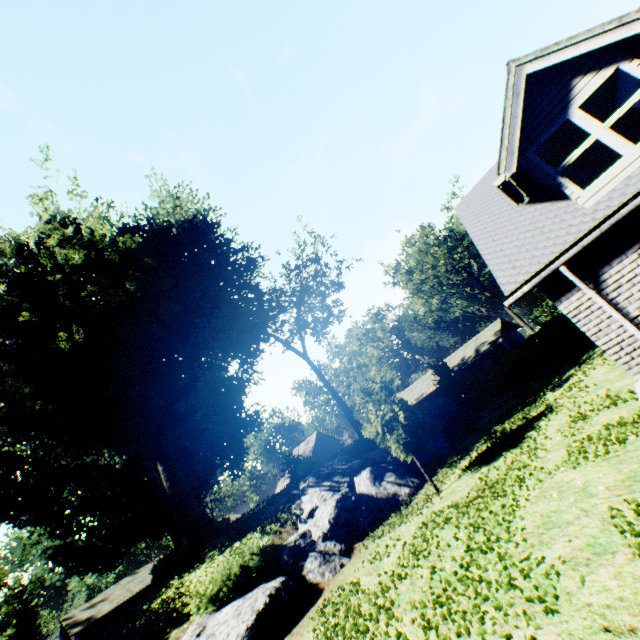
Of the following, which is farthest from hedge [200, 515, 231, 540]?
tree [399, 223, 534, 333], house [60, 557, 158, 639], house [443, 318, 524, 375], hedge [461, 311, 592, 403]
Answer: tree [399, 223, 534, 333]

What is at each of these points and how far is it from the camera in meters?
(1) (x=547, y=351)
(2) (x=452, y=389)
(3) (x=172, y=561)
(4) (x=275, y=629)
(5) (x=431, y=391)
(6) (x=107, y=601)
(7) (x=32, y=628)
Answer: (1) hedge, 25.0 m
(2) plant, 27.2 m
(3) hedge, 17.4 m
(4) rock, 8.5 m
(5) house, 41.4 m
(6) house, 35.9 m
(7) plant, 46.5 m

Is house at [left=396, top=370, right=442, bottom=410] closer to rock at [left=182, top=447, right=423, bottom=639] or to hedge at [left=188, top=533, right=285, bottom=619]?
rock at [left=182, top=447, right=423, bottom=639]

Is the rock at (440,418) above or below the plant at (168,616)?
below

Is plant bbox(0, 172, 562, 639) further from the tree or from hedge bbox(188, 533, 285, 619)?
the tree

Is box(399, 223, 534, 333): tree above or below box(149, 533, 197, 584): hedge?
above

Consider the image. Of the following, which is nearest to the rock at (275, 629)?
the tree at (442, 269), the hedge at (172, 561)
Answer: the hedge at (172, 561)

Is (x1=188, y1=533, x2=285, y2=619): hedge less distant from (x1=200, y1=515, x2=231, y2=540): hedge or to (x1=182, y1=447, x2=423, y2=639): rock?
(x1=182, y1=447, x2=423, y2=639): rock
